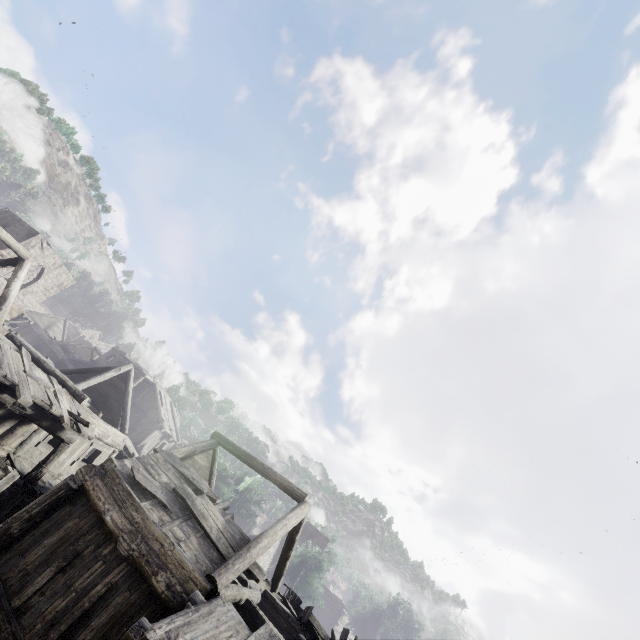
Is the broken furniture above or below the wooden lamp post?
above

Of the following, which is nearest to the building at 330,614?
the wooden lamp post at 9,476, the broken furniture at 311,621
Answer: the broken furniture at 311,621

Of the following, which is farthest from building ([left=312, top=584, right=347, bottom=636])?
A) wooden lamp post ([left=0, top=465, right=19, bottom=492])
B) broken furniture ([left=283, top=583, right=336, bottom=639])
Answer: wooden lamp post ([left=0, top=465, right=19, bottom=492])

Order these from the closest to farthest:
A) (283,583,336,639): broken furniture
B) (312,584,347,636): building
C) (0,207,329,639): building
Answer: (0,207,329,639): building, (283,583,336,639): broken furniture, (312,584,347,636): building

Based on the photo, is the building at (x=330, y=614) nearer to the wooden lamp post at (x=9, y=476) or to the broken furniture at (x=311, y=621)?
the broken furniture at (x=311, y=621)

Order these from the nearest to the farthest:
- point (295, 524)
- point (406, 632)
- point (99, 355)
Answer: point (295, 524) → point (99, 355) → point (406, 632)

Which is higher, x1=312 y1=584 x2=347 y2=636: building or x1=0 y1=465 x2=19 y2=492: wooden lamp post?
x1=312 y1=584 x2=347 y2=636: building

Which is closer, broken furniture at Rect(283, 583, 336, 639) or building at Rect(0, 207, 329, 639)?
building at Rect(0, 207, 329, 639)
